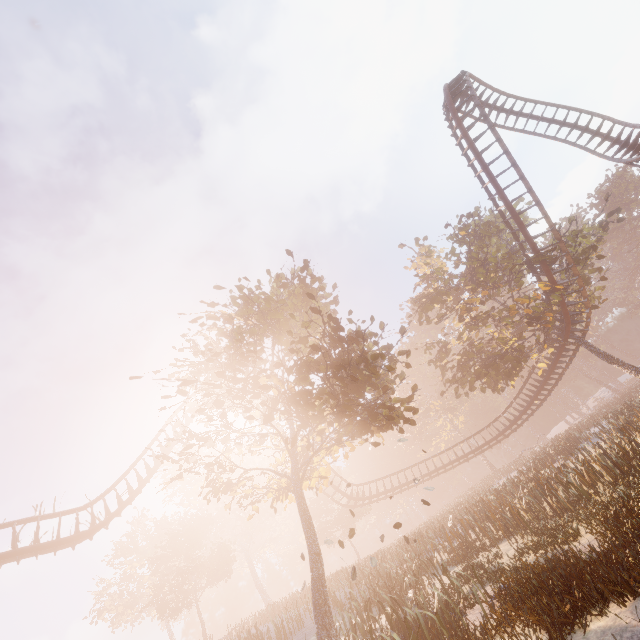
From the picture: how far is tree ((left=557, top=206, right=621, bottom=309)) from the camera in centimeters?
2061cm

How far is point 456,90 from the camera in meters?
21.1

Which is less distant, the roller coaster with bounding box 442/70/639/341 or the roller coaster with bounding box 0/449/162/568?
the roller coaster with bounding box 0/449/162/568

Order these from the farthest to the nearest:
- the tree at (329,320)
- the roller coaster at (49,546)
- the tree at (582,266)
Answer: the tree at (582,266)
the roller coaster at (49,546)
the tree at (329,320)

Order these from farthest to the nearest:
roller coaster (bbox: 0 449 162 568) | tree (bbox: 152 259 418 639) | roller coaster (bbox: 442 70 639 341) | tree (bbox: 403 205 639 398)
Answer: tree (bbox: 403 205 639 398) < roller coaster (bbox: 442 70 639 341) < roller coaster (bbox: 0 449 162 568) < tree (bbox: 152 259 418 639)

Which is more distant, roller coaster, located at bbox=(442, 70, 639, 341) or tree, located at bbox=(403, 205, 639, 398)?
tree, located at bbox=(403, 205, 639, 398)

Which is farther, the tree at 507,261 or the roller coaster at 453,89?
the tree at 507,261

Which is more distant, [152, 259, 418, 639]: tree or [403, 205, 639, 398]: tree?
[403, 205, 639, 398]: tree
